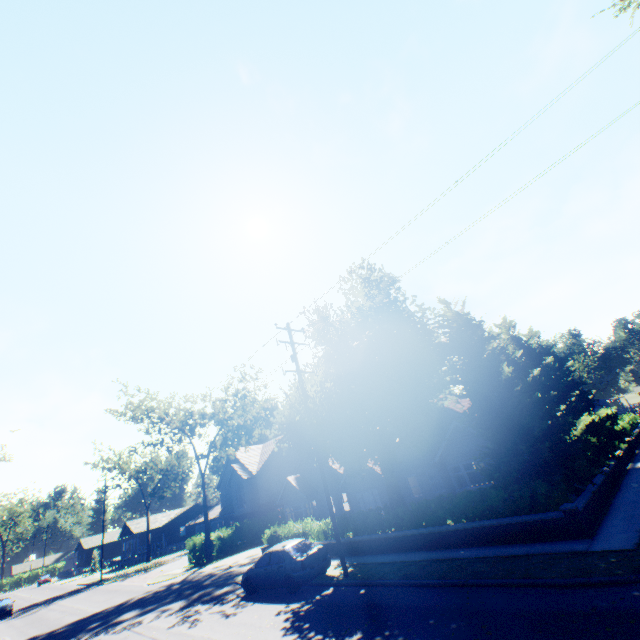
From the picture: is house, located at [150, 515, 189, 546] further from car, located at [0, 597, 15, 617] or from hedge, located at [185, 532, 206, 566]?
car, located at [0, 597, 15, 617]

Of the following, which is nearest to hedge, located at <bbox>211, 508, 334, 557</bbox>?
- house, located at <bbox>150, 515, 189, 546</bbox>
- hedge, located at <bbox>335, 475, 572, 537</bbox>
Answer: house, located at <bbox>150, 515, 189, 546</bbox>

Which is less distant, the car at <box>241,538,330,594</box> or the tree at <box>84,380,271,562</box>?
the car at <box>241,538,330,594</box>

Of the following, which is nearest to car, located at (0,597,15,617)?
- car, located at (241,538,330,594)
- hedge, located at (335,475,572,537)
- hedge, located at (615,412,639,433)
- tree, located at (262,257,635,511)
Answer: tree, located at (262,257,635,511)

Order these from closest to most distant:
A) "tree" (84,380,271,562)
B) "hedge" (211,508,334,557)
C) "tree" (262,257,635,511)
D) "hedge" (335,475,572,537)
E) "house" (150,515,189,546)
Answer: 1. "hedge" (335,475,572,537)
2. "tree" (262,257,635,511)
3. "hedge" (211,508,334,557)
4. "tree" (84,380,271,562)
5. "house" (150,515,189,546)

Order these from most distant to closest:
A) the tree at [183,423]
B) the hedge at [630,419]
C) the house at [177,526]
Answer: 1. the house at [177,526]
2. the tree at [183,423]
3. the hedge at [630,419]

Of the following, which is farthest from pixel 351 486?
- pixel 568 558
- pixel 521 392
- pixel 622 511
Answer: pixel 568 558

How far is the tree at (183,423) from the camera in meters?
32.2
